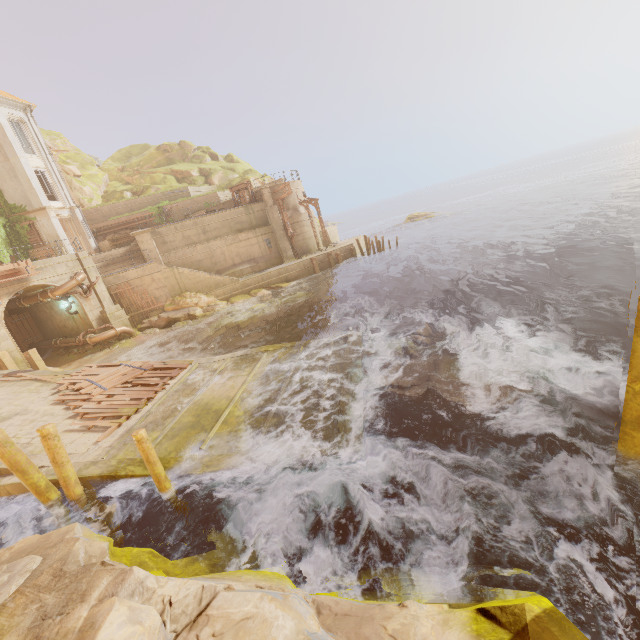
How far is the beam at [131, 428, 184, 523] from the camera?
6.73m

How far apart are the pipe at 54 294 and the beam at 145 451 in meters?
17.9 m

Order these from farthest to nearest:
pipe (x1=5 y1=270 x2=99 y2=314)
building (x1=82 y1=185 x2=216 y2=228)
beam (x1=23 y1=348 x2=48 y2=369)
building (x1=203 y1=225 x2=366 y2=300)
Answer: building (x1=82 y1=185 x2=216 y2=228)
building (x1=203 y1=225 x2=366 y2=300)
pipe (x1=5 y1=270 x2=99 y2=314)
beam (x1=23 y1=348 x2=48 y2=369)

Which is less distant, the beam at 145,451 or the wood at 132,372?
the beam at 145,451

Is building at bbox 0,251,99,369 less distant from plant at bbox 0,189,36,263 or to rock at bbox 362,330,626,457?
plant at bbox 0,189,36,263

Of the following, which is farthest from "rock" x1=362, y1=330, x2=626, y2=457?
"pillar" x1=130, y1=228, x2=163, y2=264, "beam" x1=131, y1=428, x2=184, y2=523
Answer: "pillar" x1=130, y1=228, x2=163, y2=264

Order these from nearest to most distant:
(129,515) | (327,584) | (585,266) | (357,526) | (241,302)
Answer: (327,584) < (357,526) < (129,515) < (585,266) < (241,302)

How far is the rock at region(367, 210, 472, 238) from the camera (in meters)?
49.62
